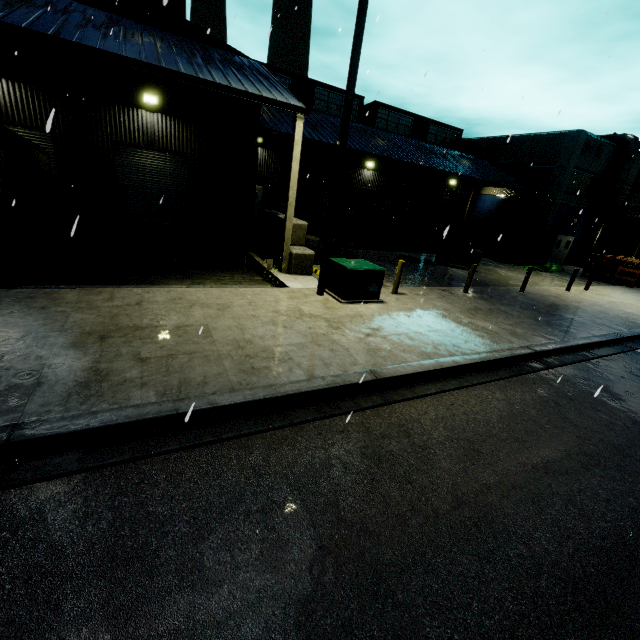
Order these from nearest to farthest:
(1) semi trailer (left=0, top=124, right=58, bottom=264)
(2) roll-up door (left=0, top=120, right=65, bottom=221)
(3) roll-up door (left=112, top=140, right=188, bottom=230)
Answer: (1) semi trailer (left=0, top=124, right=58, bottom=264) < (2) roll-up door (left=0, top=120, right=65, bottom=221) < (3) roll-up door (left=112, top=140, right=188, bottom=230)

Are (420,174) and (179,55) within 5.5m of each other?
no

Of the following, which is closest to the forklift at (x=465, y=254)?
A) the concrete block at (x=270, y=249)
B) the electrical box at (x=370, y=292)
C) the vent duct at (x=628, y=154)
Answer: the concrete block at (x=270, y=249)

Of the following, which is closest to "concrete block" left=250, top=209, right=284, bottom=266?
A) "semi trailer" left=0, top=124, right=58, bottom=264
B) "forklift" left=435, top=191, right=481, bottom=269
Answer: "semi trailer" left=0, top=124, right=58, bottom=264

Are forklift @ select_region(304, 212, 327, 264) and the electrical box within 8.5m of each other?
yes

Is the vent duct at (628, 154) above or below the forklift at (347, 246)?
above

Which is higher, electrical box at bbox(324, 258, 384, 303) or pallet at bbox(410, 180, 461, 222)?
pallet at bbox(410, 180, 461, 222)

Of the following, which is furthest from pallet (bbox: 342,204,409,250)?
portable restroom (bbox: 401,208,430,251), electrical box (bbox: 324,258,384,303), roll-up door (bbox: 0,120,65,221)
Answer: roll-up door (bbox: 0,120,65,221)
